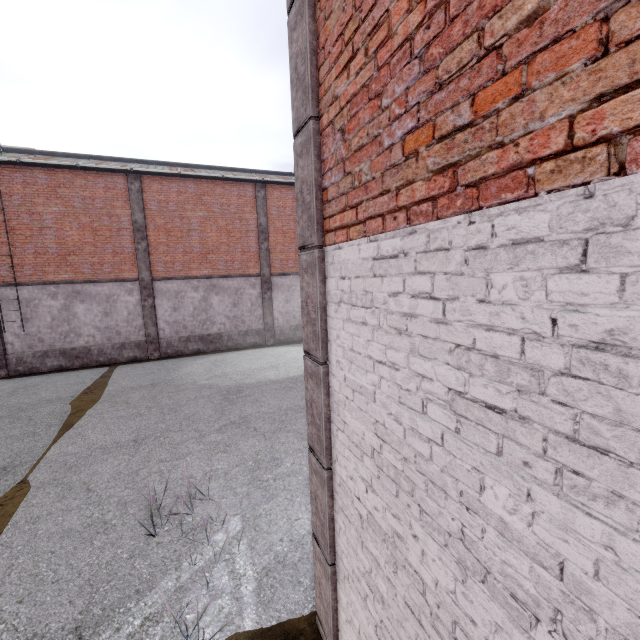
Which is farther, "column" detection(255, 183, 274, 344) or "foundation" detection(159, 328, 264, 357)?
"column" detection(255, 183, 274, 344)

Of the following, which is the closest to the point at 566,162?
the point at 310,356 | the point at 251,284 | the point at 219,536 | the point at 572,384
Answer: the point at 572,384

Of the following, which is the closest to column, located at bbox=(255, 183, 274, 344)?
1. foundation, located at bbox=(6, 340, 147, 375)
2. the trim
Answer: foundation, located at bbox=(6, 340, 147, 375)

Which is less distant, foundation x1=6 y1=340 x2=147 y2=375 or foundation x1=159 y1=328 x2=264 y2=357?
foundation x1=6 y1=340 x2=147 y2=375

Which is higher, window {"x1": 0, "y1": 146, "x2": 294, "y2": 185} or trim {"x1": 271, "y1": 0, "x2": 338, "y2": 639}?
window {"x1": 0, "y1": 146, "x2": 294, "y2": 185}

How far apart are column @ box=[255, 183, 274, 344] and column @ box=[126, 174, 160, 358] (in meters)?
5.32

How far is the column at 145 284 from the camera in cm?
1512

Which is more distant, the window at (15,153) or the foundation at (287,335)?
the foundation at (287,335)
